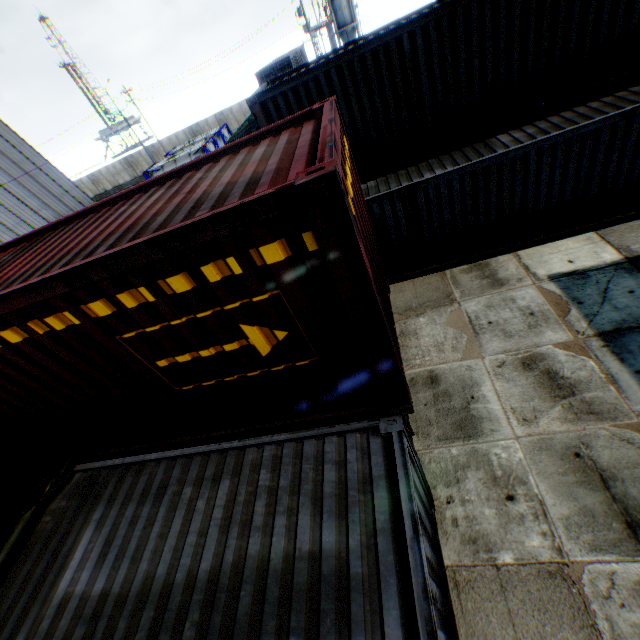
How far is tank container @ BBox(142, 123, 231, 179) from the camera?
29.1m

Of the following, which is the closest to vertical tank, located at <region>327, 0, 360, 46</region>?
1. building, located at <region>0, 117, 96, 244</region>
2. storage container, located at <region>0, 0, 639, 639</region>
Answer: building, located at <region>0, 117, 96, 244</region>

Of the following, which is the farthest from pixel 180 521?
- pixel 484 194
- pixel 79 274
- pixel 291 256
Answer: pixel 484 194

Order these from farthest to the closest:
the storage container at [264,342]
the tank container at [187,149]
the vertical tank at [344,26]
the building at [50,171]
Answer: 1. the vertical tank at [344,26]
2. the tank container at [187,149]
3. the building at [50,171]
4. the storage container at [264,342]

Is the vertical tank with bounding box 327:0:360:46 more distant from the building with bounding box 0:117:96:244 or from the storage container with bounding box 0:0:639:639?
the storage container with bounding box 0:0:639:639

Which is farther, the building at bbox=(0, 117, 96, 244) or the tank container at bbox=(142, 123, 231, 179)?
the tank container at bbox=(142, 123, 231, 179)

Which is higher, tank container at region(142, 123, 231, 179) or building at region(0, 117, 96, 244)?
building at region(0, 117, 96, 244)

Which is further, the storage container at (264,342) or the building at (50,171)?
the building at (50,171)
